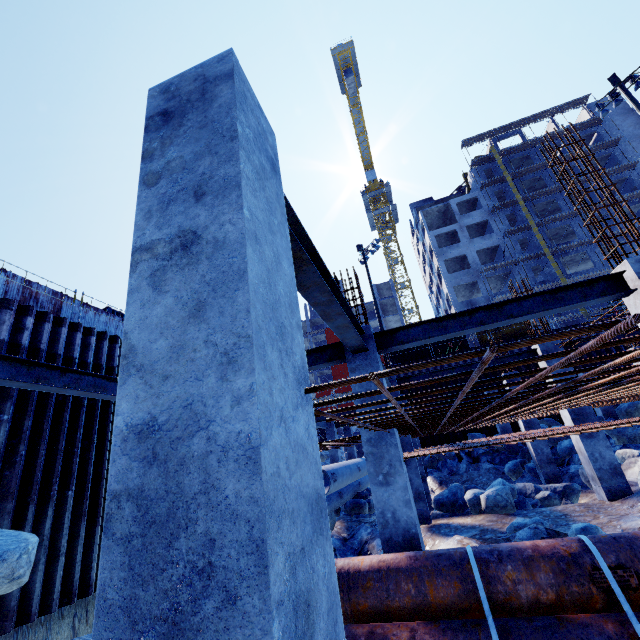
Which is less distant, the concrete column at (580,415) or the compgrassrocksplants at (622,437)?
the concrete column at (580,415)

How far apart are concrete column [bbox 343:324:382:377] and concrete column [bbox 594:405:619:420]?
17.16m

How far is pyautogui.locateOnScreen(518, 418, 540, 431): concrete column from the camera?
13.2 meters

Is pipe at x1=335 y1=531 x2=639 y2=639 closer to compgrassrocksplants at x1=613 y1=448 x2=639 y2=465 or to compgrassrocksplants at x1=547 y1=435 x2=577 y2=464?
compgrassrocksplants at x1=613 y1=448 x2=639 y2=465

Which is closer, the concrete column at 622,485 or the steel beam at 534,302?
the steel beam at 534,302

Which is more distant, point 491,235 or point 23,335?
point 491,235

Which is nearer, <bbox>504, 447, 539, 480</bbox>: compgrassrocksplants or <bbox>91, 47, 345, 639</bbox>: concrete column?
<bbox>91, 47, 345, 639</bbox>: concrete column

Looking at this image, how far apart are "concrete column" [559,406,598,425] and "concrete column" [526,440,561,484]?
4.32m
